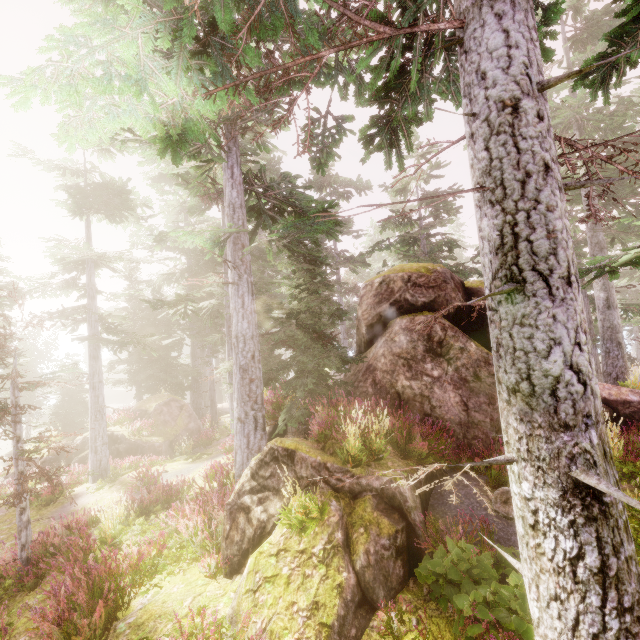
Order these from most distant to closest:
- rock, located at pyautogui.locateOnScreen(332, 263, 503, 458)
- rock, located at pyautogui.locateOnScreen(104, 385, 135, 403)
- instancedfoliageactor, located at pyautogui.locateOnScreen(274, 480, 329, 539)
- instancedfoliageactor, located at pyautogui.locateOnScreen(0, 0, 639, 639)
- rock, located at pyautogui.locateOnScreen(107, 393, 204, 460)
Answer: rock, located at pyautogui.locateOnScreen(104, 385, 135, 403)
rock, located at pyautogui.locateOnScreen(107, 393, 204, 460)
rock, located at pyautogui.locateOnScreen(332, 263, 503, 458)
instancedfoliageactor, located at pyautogui.locateOnScreen(274, 480, 329, 539)
instancedfoliageactor, located at pyautogui.locateOnScreen(0, 0, 639, 639)

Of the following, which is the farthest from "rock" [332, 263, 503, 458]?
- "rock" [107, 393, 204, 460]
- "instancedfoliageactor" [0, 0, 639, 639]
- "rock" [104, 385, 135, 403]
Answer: "rock" [104, 385, 135, 403]

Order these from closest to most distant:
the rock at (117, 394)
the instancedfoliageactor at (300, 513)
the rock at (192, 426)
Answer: the instancedfoliageactor at (300, 513) → the rock at (192, 426) → the rock at (117, 394)

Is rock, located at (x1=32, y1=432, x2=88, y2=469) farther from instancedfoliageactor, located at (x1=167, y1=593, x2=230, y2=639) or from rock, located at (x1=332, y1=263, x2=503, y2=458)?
rock, located at (x1=332, y1=263, x2=503, y2=458)

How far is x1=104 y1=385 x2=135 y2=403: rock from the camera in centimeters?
5681cm

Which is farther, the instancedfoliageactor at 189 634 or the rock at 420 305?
the rock at 420 305

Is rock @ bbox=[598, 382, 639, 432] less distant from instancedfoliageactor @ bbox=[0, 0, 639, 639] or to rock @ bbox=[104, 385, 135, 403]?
instancedfoliageactor @ bbox=[0, 0, 639, 639]

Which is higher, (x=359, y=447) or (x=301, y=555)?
(x=359, y=447)
